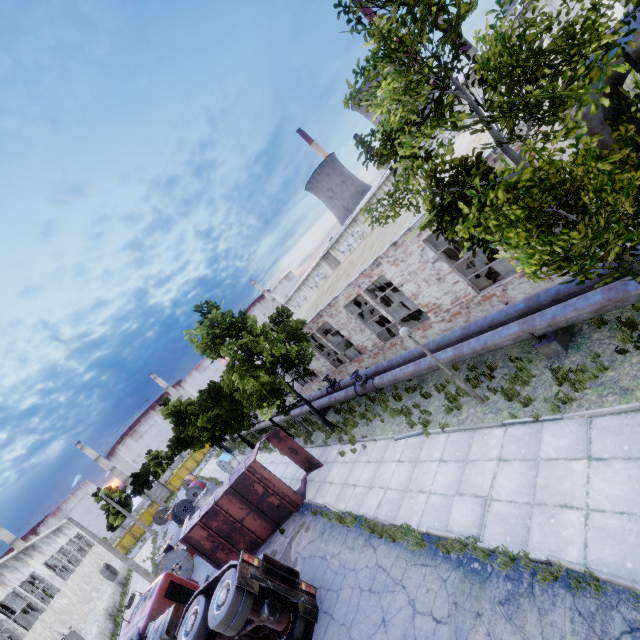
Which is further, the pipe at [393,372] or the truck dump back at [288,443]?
the truck dump back at [288,443]

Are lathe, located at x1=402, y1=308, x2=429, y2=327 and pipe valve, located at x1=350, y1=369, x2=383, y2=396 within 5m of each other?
yes

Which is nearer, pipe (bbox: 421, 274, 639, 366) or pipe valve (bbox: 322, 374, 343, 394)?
pipe (bbox: 421, 274, 639, 366)

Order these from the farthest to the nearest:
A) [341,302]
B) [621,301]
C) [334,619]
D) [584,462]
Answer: [341,302]
[334,619]
[621,301]
[584,462]

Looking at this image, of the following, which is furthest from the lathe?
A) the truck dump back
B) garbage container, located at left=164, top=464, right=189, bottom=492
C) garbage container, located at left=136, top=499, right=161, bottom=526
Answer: garbage container, located at left=136, top=499, right=161, bottom=526

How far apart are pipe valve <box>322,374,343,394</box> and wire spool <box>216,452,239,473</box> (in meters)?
16.10

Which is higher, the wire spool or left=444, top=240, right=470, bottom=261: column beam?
left=444, top=240, right=470, bottom=261: column beam

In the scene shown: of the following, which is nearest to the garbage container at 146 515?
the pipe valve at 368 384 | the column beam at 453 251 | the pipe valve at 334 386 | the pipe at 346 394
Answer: the pipe at 346 394
